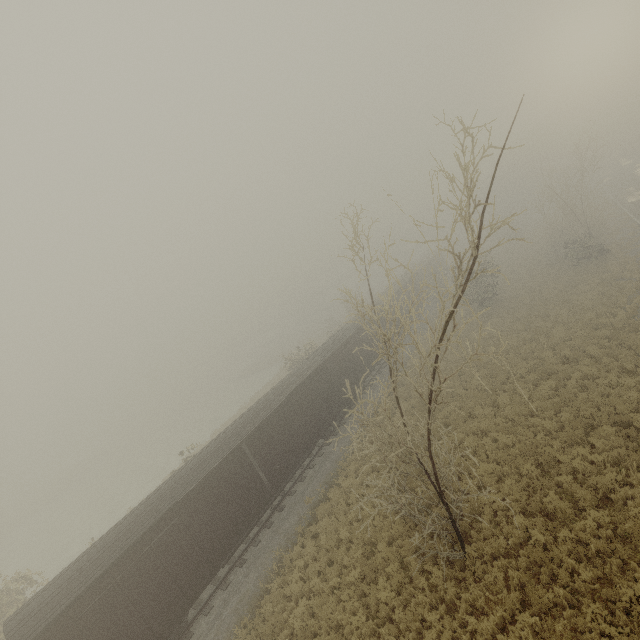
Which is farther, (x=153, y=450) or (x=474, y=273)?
(x=153, y=450)

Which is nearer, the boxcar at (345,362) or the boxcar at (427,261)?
the boxcar at (345,362)

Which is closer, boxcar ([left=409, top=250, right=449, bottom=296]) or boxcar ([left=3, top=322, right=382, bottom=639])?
boxcar ([left=3, top=322, right=382, bottom=639])

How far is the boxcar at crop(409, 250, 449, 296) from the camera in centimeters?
3950cm

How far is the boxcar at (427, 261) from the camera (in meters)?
39.50
